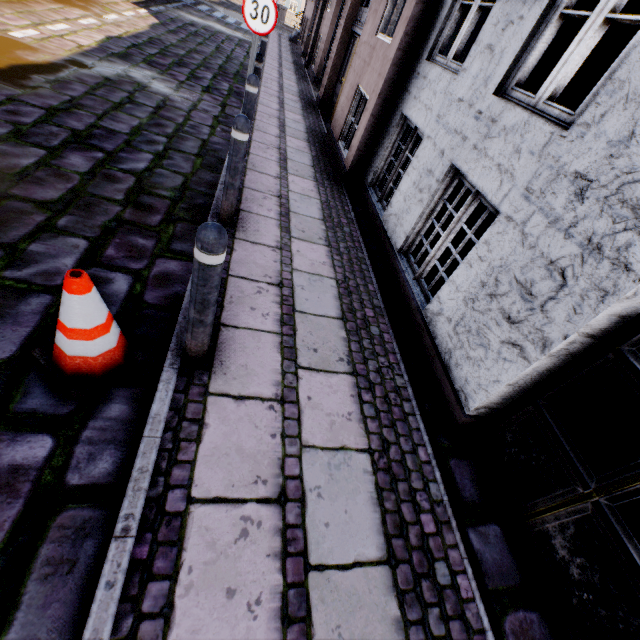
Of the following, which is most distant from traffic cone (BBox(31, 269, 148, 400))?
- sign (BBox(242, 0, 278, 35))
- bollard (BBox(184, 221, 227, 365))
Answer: sign (BBox(242, 0, 278, 35))

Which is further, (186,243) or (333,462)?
(186,243)

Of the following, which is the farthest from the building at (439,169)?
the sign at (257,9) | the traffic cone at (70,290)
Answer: the traffic cone at (70,290)

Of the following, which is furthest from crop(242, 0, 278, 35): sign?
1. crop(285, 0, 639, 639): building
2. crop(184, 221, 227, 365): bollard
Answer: crop(184, 221, 227, 365): bollard

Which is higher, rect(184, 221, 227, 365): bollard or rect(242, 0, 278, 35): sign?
rect(242, 0, 278, 35): sign

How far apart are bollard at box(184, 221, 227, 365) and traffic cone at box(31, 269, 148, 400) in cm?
28

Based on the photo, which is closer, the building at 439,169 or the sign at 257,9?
the building at 439,169

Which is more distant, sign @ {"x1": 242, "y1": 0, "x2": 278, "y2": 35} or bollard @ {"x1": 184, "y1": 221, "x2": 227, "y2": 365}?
sign @ {"x1": 242, "y1": 0, "x2": 278, "y2": 35}
